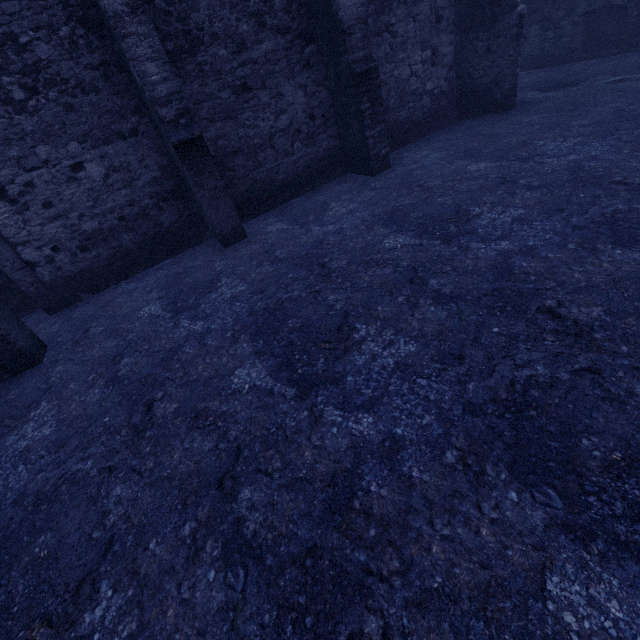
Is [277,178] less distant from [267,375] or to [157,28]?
[157,28]
